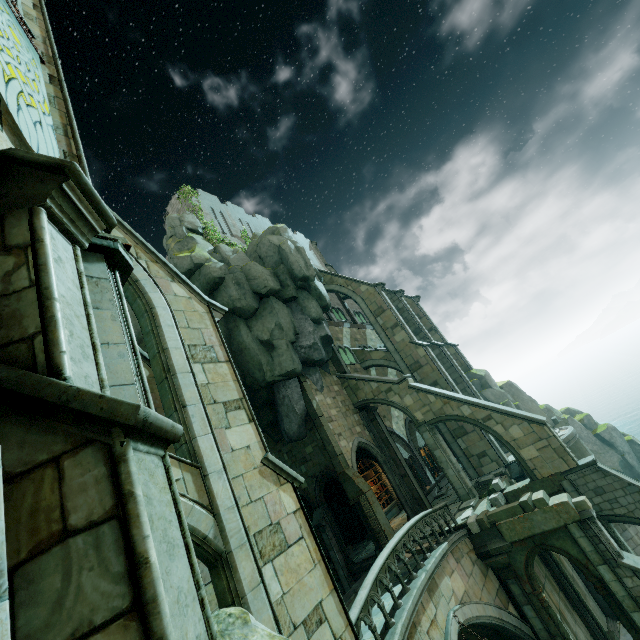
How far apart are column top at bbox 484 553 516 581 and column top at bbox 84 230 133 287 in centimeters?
1686cm

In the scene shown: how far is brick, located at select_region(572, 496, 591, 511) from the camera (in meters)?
12.12

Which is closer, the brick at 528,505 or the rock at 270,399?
the brick at 528,505

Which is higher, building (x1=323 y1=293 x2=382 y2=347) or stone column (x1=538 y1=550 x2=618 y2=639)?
building (x1=323 y1=293 x2=382 y2=347)

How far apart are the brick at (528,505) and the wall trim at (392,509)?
11.44m

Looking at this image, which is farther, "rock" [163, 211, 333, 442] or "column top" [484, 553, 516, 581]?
"rock" [163, 211, 333, 442]

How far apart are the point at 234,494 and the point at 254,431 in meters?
1.9

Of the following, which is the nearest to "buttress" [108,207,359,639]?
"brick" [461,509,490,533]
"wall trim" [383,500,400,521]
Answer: "brick" [461,509,490,533]
